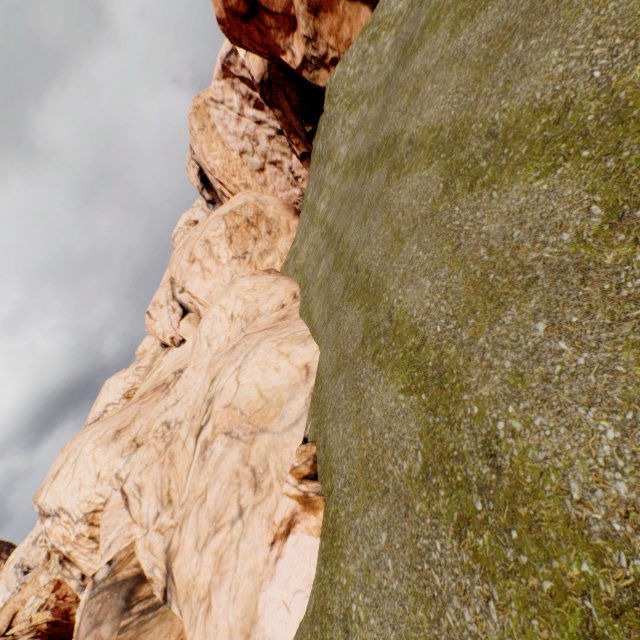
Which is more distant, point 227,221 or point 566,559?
point 227,221
